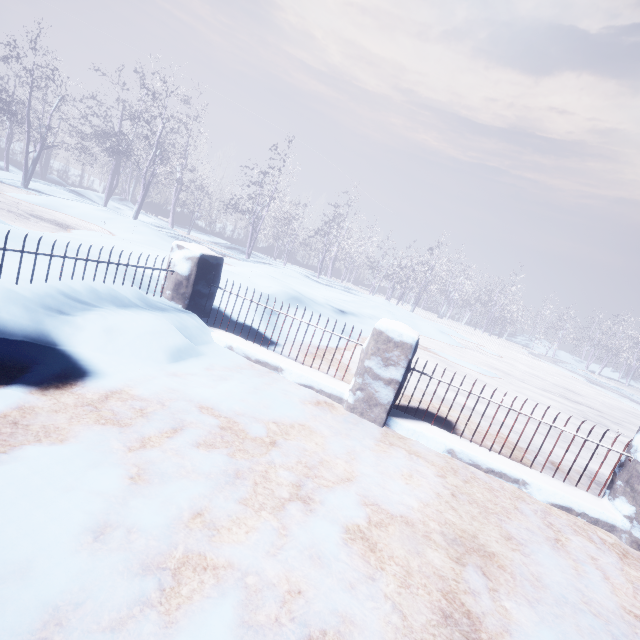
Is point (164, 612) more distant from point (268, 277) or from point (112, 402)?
point (268, 277)
